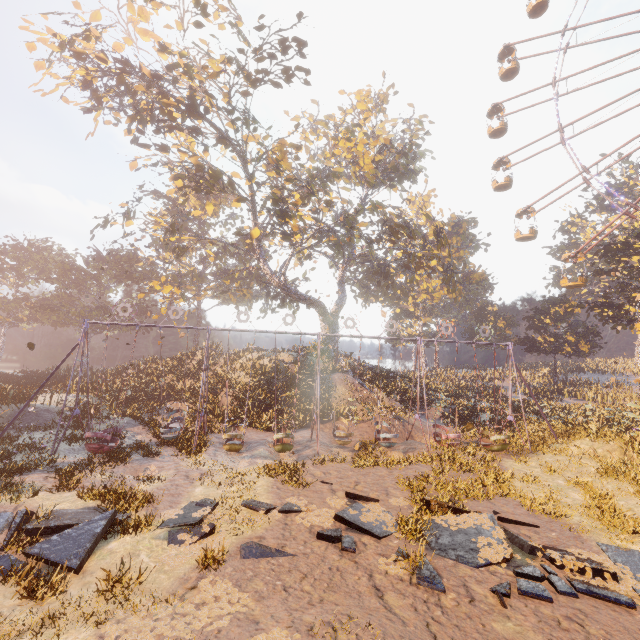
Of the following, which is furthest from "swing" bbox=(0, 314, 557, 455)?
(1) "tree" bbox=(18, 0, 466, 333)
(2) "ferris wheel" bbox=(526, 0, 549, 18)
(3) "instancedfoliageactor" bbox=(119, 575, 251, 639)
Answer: (2) "ferris wheel" bbox=(526, 0, 549, 18)

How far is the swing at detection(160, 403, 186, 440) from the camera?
16.7m

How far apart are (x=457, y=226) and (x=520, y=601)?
54.65m

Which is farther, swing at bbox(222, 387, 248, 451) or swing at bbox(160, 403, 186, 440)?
swing at bbox(160, 403, 186, 440)

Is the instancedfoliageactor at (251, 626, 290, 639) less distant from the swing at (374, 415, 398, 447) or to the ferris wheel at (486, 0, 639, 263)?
the swing at (374, 415, 398, 447)

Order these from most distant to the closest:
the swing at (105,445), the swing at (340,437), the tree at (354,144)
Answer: the tree at (354,144) < the swing at (340,437) < the swing at (105,445)

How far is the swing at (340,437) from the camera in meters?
17.5
